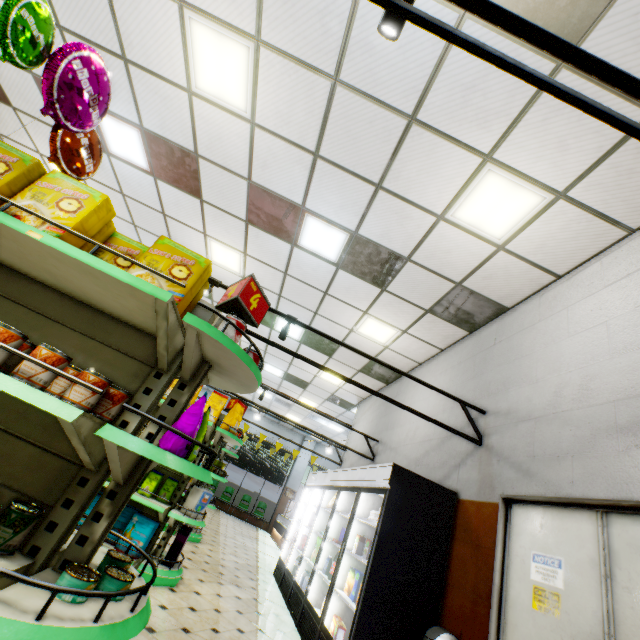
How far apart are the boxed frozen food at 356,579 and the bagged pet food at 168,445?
3.61m

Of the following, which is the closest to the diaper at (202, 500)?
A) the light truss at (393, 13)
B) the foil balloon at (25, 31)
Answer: the foil balloon at (25, 31)

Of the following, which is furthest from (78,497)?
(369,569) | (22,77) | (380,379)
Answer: (380,379)

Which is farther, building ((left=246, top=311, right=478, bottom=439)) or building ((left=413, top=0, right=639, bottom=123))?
building ((left=246, top=311, right=478, bottom=439))

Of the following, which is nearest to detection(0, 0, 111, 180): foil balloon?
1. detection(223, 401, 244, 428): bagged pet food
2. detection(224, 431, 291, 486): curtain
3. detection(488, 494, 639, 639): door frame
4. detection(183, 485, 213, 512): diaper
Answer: detection(223, 401, 244, 428): bagged pet food

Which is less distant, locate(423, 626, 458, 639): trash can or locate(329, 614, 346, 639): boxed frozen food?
locate(423, 626, 458, 639): trash can

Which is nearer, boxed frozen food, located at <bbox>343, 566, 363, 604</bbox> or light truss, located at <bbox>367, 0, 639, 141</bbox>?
light truss, located at <bbox>367, 0, 639, 141</bbox>

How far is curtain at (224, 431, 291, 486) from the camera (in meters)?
17.22
